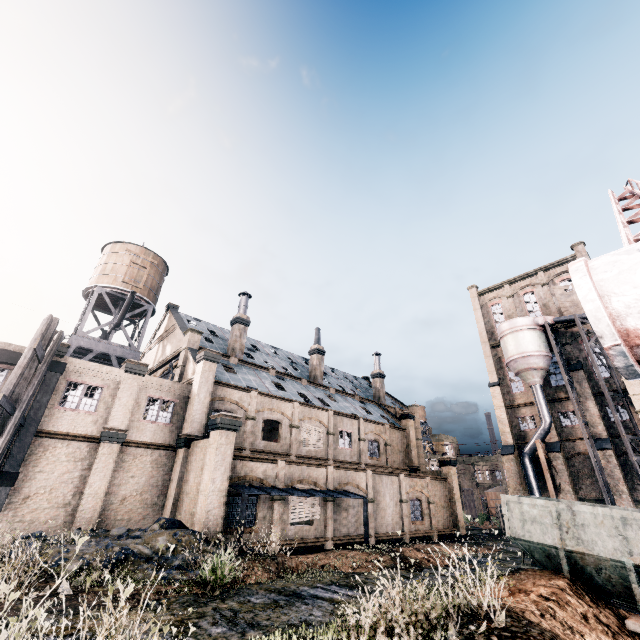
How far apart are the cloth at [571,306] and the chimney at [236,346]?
39.46m

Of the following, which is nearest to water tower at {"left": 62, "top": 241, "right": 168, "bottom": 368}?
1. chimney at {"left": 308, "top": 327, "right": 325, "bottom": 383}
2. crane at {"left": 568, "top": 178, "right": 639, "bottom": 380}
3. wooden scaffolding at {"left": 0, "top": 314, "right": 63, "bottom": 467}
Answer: wooden scaffolding at {"left": 0, "top": 314, "right": 63, "bottom": 467}

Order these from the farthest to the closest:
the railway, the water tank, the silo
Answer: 1. the water tank
2. the silo
3. the railway

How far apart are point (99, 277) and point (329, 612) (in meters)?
35.94

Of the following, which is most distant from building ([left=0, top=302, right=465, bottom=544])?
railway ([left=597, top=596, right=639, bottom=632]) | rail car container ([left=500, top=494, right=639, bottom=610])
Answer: railway ([left=597, top=596, right=639, bottom=632])

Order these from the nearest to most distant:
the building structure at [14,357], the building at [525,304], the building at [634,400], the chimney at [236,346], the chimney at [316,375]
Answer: the building structure at [14,357], the building at [634,400], the chimney at [236,346], the chimney at [316,375], the building at [525,304]

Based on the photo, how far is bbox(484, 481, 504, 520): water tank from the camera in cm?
5319

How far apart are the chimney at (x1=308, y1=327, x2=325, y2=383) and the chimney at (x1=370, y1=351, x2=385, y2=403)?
10.80m
